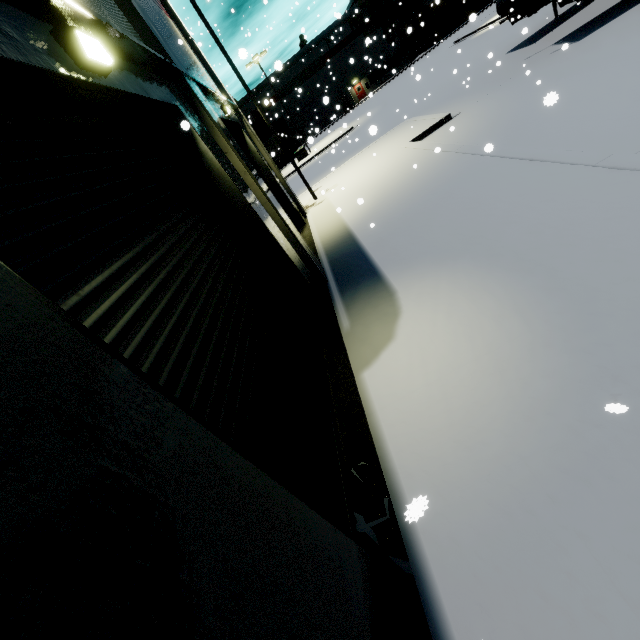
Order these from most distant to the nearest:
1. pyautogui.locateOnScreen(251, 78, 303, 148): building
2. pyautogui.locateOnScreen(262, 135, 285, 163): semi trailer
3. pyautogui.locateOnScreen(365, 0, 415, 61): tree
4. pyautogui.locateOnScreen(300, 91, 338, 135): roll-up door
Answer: pyautogui.locateOnScreen(251, 78, 303, 148): building < pyautogui.locateOnScreen(365, 0, 415, 61): tree < pyautogui.locateOnScreen(262, 135, 285, 163): semi trailer < pyautogui.locateOnScreen(300, 91, 338, 135): roll-up door

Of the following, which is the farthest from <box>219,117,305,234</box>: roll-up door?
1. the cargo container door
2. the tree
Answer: the tree

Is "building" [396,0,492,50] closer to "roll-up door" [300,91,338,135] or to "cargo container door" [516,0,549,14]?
"roll-up door" [300,91,338,135]

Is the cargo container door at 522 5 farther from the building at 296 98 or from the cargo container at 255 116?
the building at 296 98

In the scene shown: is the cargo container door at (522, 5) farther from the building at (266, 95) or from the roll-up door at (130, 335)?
the building at (266, 95)

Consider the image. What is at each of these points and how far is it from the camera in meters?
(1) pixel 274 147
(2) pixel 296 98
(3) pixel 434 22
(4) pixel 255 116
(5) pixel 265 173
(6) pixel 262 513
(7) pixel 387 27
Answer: (1) semi trailer, 42.9 m
(2) building, 53.1 m
(3) building, 49.9 m
(4) cargo container, 46.8 m
(5) roll-up door, 12.8 m
(6) building, 1.7 m
(7) tree, 49.7 m

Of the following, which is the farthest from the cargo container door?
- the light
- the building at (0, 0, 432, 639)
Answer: the light

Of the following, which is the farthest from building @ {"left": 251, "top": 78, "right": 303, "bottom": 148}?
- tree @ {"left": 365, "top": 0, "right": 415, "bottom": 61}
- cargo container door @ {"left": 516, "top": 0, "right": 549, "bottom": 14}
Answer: cargo container door @ {"left": 516, "top": 0, "right": 549, "bottom": 14}
